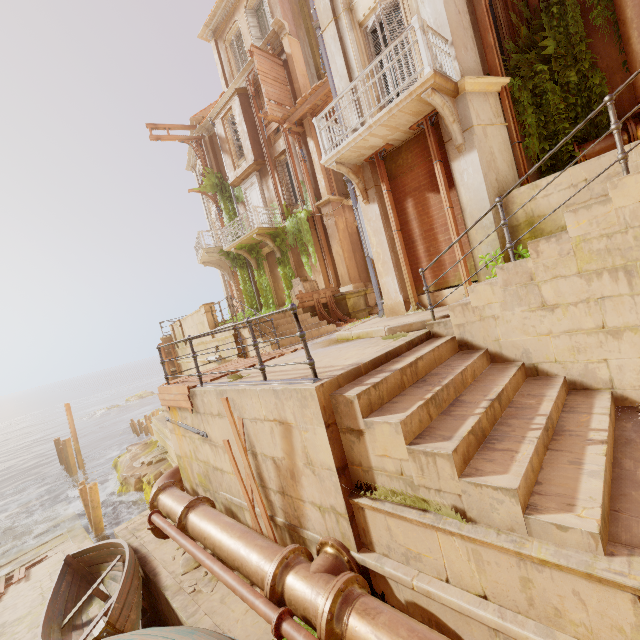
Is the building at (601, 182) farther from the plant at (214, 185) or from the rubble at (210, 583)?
the rubble at (210, 583)

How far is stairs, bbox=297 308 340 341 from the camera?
10.9m

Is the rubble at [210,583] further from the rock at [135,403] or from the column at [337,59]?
the rock at [135,403]

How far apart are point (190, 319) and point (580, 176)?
15.7 meters

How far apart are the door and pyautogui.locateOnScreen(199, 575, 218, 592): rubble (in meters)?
13.81

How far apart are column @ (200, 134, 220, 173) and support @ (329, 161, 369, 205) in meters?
14.2 m

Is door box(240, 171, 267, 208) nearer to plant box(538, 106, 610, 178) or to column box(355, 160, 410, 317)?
plant box(538, 106, 610, 178)

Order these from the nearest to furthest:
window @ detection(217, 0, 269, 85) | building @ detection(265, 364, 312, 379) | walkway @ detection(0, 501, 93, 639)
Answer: building @ detection(265, 364, 312, 379)
walkway @ detection(0, 501, 93, 639)
window @ detection(217, 0, 269, 85)
